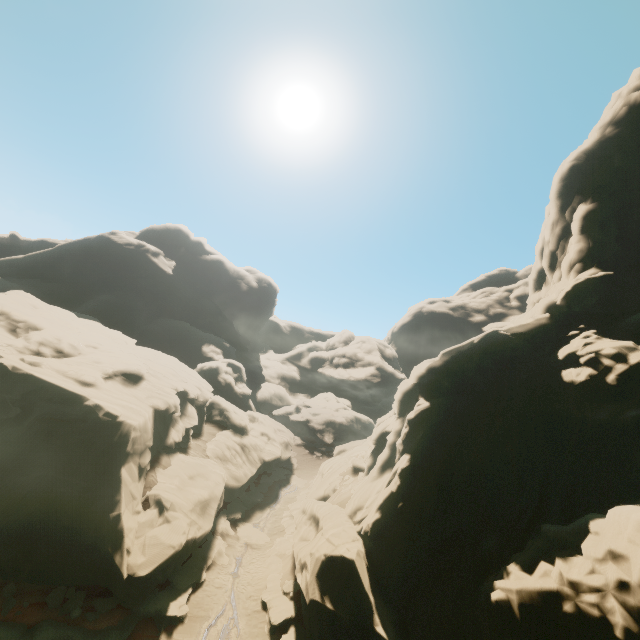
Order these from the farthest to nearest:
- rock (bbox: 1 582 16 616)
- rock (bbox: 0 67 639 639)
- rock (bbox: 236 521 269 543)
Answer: rock (bbox: 236 521 269 543)
rock (bbox: 1 582 16 616)
rock (bbox: 0 67 639 639)

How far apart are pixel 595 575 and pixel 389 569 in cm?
1045

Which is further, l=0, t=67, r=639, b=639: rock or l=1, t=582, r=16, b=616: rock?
l=1, t=582, r=16, b=616: rock

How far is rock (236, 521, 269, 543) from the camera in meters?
25.6 m

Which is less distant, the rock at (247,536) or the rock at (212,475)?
the rock at (212,475)

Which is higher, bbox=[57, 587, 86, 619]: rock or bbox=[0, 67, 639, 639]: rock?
bbox=[0, 67, 639, 639]: rock
